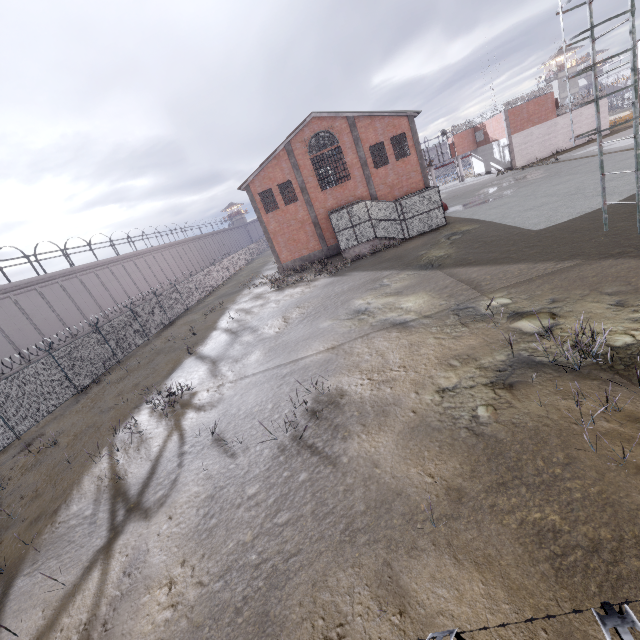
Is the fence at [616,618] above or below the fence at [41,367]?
above

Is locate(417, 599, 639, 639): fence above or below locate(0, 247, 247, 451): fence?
above

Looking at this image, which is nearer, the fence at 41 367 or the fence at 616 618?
the fence at 616 618

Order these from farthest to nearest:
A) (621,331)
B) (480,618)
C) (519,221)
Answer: (519,221) → (621,331) → (480,618)

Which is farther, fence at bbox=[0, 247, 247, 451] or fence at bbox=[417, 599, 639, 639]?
fence at bbox=[0, 247, 247, 451]
